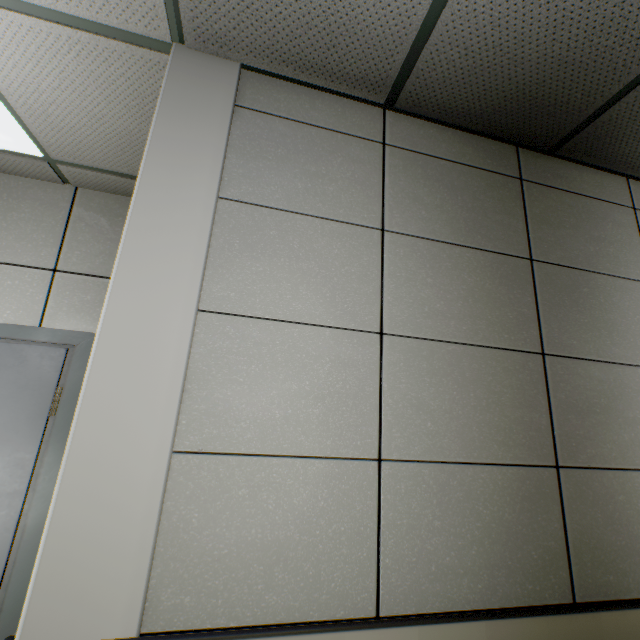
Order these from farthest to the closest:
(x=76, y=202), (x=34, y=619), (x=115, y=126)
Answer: (x=76, y=202) < (x=115, y=126) < (x=34, y=619)
